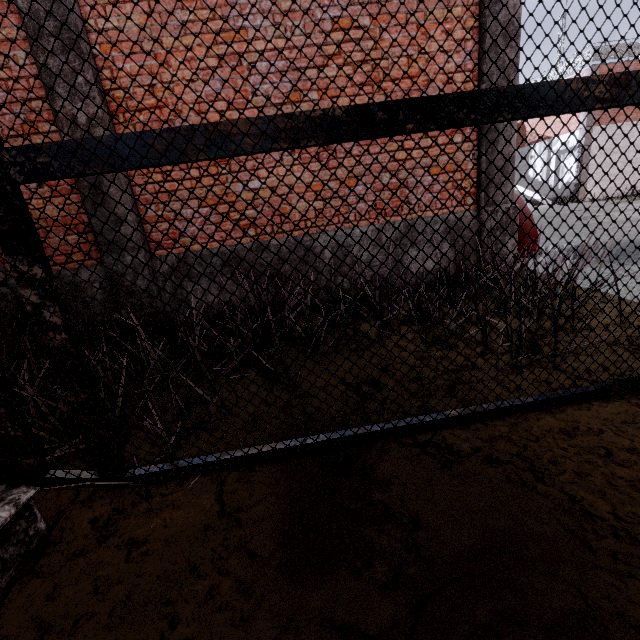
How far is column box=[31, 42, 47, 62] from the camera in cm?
335

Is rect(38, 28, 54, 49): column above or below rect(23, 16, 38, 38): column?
below

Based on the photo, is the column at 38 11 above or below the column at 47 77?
above

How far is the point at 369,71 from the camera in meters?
3.8

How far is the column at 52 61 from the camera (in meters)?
3.39
